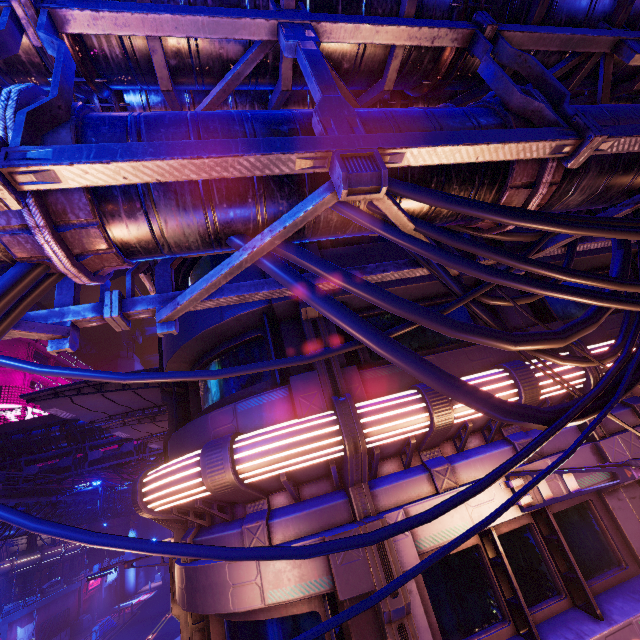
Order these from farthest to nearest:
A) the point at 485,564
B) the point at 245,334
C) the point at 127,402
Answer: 1. the point at 127,402
2. the point at 245,334
3. the point at 485,564

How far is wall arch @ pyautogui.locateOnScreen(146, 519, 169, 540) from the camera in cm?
5506

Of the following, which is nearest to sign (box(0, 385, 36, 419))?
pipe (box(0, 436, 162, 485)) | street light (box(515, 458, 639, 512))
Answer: pipe (box(0, 436, 162, 485))

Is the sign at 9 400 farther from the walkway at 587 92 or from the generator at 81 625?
the walkway at 587 92

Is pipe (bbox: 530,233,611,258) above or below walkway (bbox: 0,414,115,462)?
below

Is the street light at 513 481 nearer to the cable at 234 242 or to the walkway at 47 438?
the cable at 234 242

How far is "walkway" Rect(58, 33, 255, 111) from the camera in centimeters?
360cm

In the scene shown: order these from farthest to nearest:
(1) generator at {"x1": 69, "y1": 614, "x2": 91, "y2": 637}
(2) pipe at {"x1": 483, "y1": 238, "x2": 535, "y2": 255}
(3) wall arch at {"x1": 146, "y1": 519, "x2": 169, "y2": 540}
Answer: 1. (3) wall arch at {"x1": 146, "y1": 519, "x2": 169, "y2": 540}
2. (1) generator at {"x1": 69, "y1": 614, "x2": 91, "y2": 637}
3. (2) pipe at {"x1": 483, "y1": 238, "x2": 535, "y2": 255}
